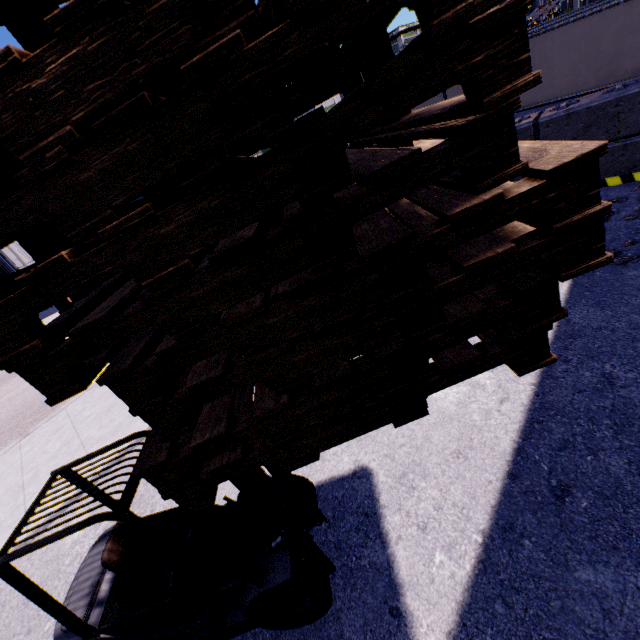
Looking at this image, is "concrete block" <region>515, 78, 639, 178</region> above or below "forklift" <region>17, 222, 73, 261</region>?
below

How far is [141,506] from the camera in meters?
5.4 m

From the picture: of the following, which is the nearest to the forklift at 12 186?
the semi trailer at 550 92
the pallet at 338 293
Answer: the pallet at 338 293

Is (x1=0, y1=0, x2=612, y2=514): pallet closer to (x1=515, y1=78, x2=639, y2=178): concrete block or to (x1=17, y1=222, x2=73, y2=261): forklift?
(x1=17, y1=222, x2=73, y2=261): forklift

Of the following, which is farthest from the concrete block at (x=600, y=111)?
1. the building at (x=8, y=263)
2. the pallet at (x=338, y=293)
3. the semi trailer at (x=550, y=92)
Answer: the pallet at (x=338, y=293)

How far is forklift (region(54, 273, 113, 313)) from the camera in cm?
142

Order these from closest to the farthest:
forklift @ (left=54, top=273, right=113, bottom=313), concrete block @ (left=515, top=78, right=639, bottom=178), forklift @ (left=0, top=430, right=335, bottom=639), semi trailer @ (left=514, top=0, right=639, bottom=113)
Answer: forklift @ (left=54, top=273, right=113, bottom=313) < forklift @ (left=0, top=430, right=335, bottom=639) < concrete block @ (left=515, top=78, right=639, bottom=178) < semi trailer @ (left=514, top=0, right=639, bottom=113)

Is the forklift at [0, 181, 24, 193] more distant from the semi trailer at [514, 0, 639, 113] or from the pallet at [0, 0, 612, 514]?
the semi trailer at [514, 0, 639, 113]
